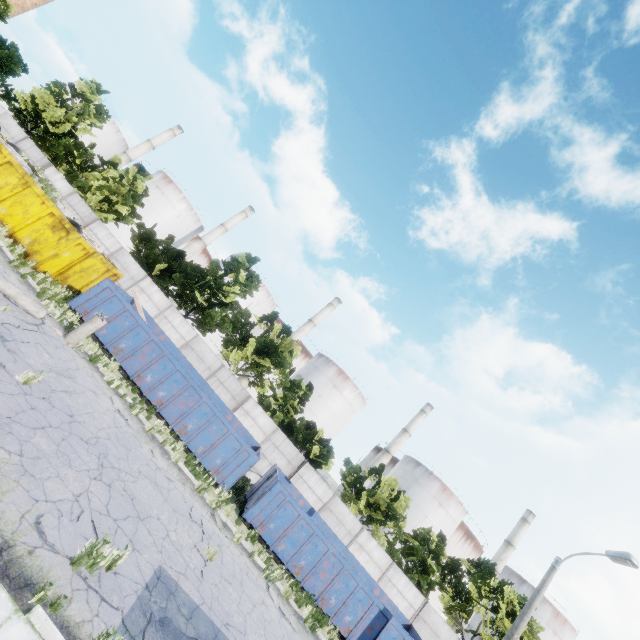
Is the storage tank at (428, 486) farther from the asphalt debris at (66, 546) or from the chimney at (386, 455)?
the asphalt debris at (66, 546)

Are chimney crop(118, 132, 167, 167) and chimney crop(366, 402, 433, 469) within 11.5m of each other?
no

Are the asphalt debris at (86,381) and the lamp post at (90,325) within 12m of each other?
yes

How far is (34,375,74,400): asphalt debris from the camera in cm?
832

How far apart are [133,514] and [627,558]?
16.5m

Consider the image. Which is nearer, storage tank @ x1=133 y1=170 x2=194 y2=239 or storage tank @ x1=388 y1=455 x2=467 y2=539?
storage tank @ x1=388 y1=455 x2=467 y2=539

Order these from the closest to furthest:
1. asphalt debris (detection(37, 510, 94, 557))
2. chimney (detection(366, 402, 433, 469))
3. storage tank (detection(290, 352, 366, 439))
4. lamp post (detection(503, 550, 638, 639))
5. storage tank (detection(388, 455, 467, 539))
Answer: asphalt debris (detection(37, 510, 94, 557))
lamp post (detection(503, 550, 638, 639))
storage tank (detection(388, 455, 467, 539))
storage tank (detection(290, 352, 366, 439))
chimney (detection(366, 402, 433, 469))

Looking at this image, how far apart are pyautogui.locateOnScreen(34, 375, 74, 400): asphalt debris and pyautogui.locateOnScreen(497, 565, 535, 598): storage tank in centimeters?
7054cm
